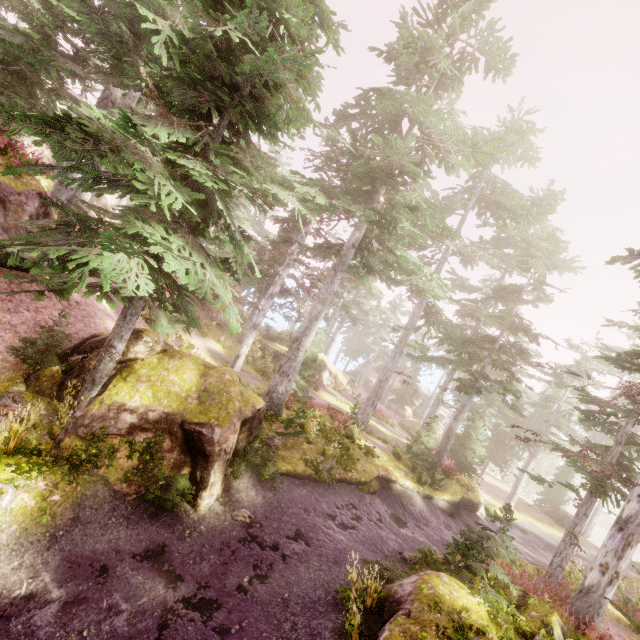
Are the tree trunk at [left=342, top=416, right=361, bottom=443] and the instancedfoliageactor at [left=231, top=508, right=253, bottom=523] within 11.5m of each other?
yes

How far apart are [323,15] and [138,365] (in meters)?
11.56

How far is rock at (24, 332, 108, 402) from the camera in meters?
9.0

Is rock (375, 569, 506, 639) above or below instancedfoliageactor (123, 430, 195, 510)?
above

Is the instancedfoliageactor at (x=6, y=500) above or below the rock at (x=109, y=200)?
below

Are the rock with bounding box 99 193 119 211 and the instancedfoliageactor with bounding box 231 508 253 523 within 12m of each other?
no

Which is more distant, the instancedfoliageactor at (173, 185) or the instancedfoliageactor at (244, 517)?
the instancedfoliageactor at (244, 517)

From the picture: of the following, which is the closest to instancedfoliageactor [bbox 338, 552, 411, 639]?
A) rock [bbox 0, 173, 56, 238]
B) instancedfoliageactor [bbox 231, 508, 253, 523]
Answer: rock [bbox 0, 173, 56, 238]
